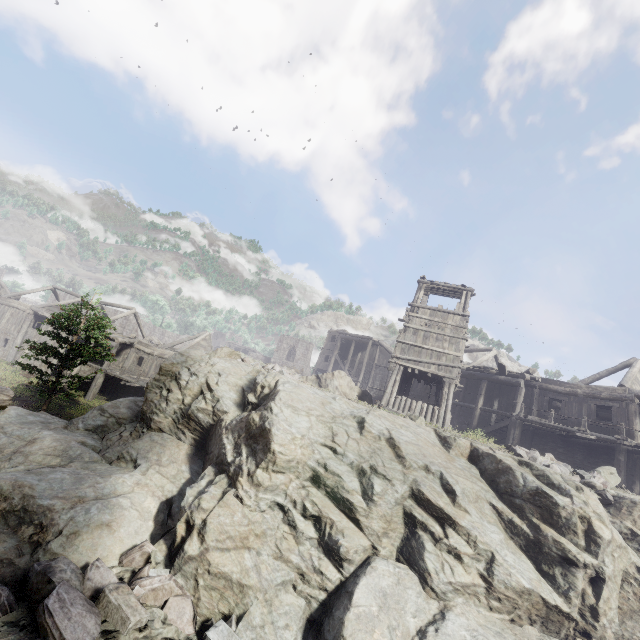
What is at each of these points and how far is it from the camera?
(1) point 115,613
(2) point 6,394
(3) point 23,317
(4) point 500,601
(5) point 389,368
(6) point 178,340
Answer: (1) rubble, 6.12m
(2) building, 6.67m
(3) building, 32.06m
(4) rock, 8.12m
(5) building, 18.61m
(6) building, 33.16m

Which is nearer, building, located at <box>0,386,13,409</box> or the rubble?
the rubble

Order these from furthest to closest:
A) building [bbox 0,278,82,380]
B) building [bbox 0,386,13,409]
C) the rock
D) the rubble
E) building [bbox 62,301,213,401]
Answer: building [bbox 0,278,82,380], building [bbox 62,301,213,401], the rock, building [bbox 0,386,13,409], the rubble

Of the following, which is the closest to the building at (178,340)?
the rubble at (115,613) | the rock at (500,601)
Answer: the rock at (500,601)

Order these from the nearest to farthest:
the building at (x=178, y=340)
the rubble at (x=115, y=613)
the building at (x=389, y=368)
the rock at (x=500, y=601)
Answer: the rubble at (x=115, y=613) → the rock at (x=500, y=601) → the building at (x=389, y=368) → the building at (x=178, y=340)

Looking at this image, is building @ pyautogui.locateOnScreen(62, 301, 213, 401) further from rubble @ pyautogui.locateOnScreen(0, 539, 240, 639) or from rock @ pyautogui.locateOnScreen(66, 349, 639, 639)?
rubble @ pyautogui.locateOnScreen(0, 539, 240, 639)

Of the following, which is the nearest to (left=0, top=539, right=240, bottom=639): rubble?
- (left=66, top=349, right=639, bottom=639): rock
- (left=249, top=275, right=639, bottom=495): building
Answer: (left=66, top=349, right=639, bottom=639): rock
